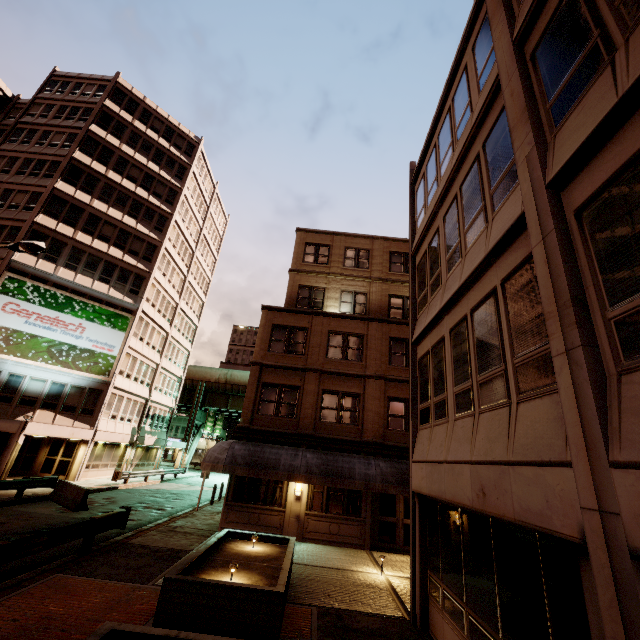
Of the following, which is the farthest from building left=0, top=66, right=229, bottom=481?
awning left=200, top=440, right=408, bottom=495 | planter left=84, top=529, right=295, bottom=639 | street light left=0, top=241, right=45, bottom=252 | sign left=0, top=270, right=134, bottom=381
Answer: planter left=84, top=529, right=295, bottom=639

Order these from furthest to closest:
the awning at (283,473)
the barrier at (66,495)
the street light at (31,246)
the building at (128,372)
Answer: the building at (128,372) → the barrier at (66,495) → the awning at (283,473) → the street light at (31,246)

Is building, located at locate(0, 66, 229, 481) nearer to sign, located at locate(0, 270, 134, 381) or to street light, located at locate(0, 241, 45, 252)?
sign, located at locate(0, 270, 134, 381)

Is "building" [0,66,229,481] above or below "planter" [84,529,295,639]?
above

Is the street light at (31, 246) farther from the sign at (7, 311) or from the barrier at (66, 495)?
the sign at (7, 311)

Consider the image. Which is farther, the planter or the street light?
the street light

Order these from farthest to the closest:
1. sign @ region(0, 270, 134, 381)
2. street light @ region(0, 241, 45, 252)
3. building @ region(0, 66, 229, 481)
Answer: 1. building @ region(0, 66, 229, 481)
2. sign @ region(0, 270, 134, 381)
3. street light @ region(0, 241, 45, 252)

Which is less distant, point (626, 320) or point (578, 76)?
point (626, 320)
